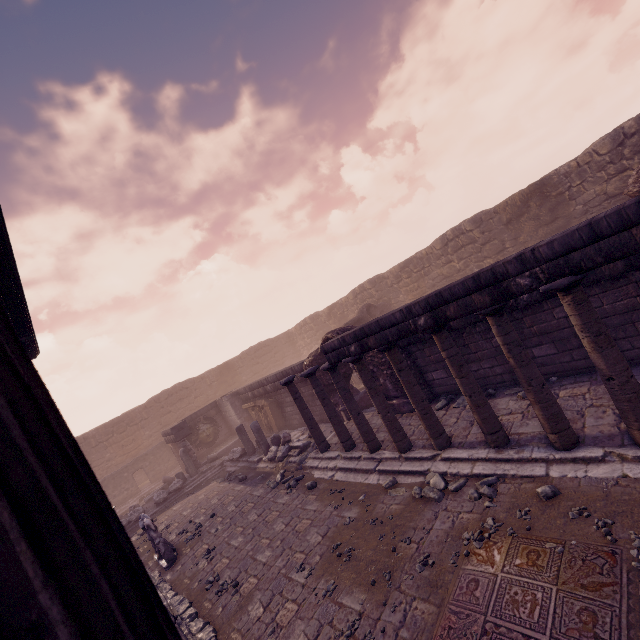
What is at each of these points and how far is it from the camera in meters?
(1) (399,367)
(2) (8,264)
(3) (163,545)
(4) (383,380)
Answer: (1) column, 6.8 m
(2) building, 5.9 m
(3) sculpture, 8.5 m
(4) wall arch, 9.8 m

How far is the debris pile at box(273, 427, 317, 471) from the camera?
10.88m

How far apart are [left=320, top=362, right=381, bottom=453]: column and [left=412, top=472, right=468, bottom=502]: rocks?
1.9 meters

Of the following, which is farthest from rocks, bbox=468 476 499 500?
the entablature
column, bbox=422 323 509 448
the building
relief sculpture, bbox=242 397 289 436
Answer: relief sculpture, bbox=242 397 289 436

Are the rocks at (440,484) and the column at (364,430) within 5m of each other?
yes

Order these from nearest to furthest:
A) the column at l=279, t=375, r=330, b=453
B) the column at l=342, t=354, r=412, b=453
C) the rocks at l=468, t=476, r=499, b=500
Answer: the rocks at l=468, t=476, r=499, b=500 < the column at l=342, t=354, r=412, b=453 < the column at l=279, t=375, r=330, b=453

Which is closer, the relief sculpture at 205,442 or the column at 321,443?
the column at 321,443

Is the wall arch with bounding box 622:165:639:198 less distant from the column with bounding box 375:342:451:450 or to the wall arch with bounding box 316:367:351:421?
the wall arch with bounding box 316:367:351:421
